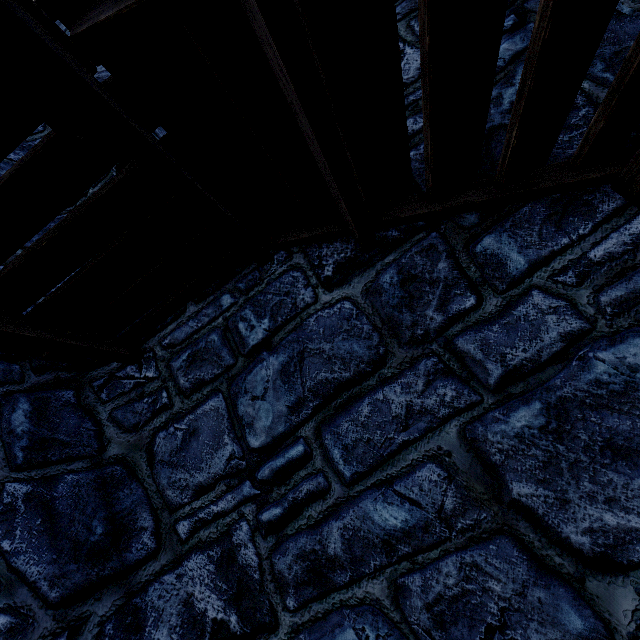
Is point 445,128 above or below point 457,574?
above
